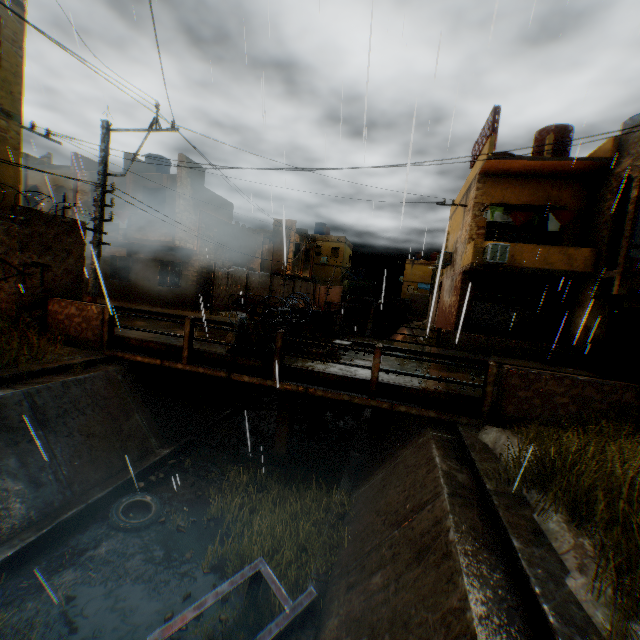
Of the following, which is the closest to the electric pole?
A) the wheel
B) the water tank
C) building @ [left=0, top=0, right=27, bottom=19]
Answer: building @ [left=0, top=0, right=27, bottom=19]

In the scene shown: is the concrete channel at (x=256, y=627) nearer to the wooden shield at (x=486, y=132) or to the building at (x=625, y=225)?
the building at (x=625, y=225)

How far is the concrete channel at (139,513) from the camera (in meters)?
6.55

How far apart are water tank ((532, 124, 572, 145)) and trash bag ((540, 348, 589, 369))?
9.3 meters

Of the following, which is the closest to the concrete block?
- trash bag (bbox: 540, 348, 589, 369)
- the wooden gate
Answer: trash bag (bbox: 540, 348, 589, 369)

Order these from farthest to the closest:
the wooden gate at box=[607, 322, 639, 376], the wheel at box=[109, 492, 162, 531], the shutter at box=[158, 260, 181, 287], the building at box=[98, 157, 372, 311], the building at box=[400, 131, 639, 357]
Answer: the shutter at box=[158, 260, 181, 287]
the building at box=[98, 157, 372, 311]
the wooden gate at box=[607, 322, 639, 376]
the building at box=[400, 131, 639, 357]
the wheel at box=[109, 492, 162, 531]

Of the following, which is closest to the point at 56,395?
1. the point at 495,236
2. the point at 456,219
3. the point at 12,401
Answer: the point at 12,401

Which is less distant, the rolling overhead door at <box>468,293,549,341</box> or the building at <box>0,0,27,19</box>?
the building at <box>0,0,27,19</box>
